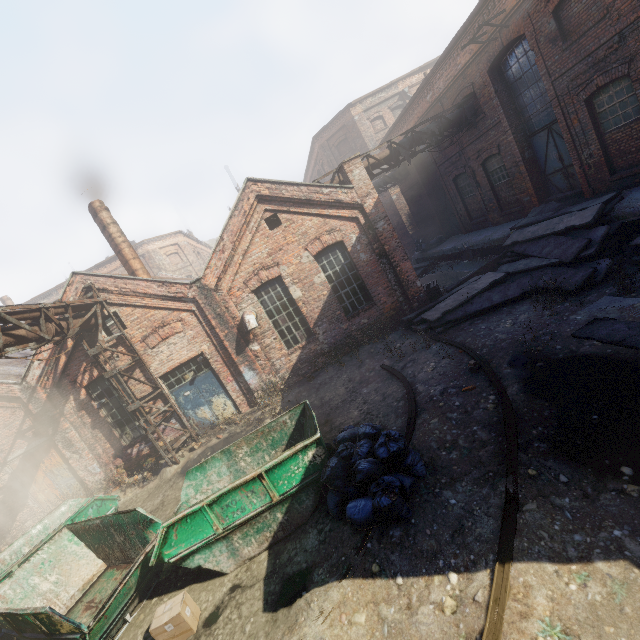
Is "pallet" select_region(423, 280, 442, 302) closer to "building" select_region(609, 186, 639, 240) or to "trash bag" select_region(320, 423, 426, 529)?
"building" select_region(609, 186, 639, 240)

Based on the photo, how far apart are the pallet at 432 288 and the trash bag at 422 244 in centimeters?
705cm

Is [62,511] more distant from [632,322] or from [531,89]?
[531,89]

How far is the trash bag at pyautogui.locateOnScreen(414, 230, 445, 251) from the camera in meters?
20.1 m

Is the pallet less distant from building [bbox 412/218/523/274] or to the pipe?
building [bbox 412/218/523/274]

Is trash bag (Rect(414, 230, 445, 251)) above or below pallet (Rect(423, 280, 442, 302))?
above

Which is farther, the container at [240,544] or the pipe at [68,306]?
the pipe at [68,306]

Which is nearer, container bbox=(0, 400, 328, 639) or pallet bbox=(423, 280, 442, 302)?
container bbox=(0, 400, 328, 639)
